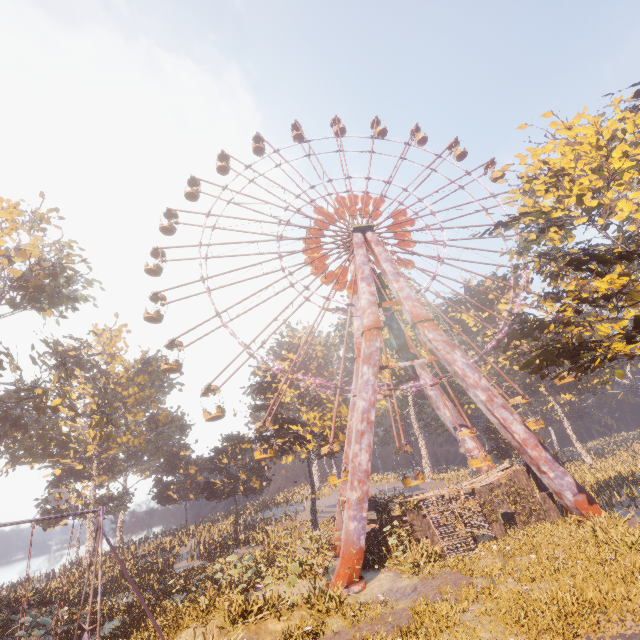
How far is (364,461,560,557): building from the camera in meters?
19.9 m

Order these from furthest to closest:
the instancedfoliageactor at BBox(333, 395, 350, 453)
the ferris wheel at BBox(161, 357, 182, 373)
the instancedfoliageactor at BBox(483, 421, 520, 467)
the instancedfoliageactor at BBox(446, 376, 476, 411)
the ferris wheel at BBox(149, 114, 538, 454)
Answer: the instancedfoliageactor at BBox(446, 376, 476, 411) < the instancedfoliageactor at BBox(483, 421, 520, 467) < the instancedfoliageactor at BBox(333, 395, 350, 453) < the ferris wheel at BBox(149, 114, 538, 454) < the ferris wheel at BBox(161, 357, 182, 373)

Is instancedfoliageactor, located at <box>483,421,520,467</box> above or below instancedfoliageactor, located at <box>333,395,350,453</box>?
below

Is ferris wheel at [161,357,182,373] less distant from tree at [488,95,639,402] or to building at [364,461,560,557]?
building at [364,461,560,557]

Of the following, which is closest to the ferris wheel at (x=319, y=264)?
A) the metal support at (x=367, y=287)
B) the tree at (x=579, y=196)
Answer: the metal support at (x=367, y=287)

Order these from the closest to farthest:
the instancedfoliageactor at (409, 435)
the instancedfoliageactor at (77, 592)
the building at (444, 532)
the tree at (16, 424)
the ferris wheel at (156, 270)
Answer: the instancedfoliageactor at (77, 592), the building at (444, 532), the tree at (16, 424), the ferris wheel at (156, 270), the instancedfoliageactor at (409, 435)

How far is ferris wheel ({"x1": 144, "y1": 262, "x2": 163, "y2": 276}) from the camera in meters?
31.8 m

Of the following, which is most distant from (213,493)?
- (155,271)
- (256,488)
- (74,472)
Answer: (155,271)
